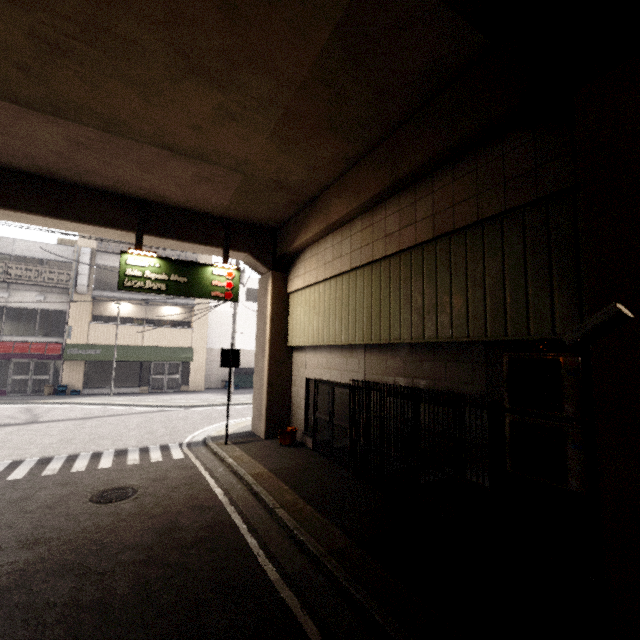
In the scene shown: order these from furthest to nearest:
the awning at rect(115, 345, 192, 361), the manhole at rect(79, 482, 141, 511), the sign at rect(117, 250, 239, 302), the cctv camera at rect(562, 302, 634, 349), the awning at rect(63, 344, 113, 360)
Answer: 1. the awning at rect(115, 345, 192, 361)
2. the awning at rect(63, 344, 113, 360)
3. the sign at rect(117, 250, 239, 302)
4. the manhole at rect(79, 482, 141, 511)
5. the cctv camera at rect(562, 302, 634, 349)

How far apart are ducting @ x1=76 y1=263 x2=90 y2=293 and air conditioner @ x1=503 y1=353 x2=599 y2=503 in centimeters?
2250cm

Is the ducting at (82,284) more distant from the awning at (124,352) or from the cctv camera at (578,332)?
the cctv camera at (578,332)

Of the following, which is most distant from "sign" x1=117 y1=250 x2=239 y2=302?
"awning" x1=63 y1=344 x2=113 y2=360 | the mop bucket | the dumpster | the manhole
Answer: the dumpster

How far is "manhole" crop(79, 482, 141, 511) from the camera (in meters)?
5.85

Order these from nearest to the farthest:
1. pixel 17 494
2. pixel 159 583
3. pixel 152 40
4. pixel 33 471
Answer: pixel 159 583
pixel 152 40
pixel 17 494
pixel 33 471

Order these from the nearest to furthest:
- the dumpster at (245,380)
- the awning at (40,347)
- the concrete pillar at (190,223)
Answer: the concrete pillar at (190,223) → the awning at (40,347) → the dumpster at (245,380)

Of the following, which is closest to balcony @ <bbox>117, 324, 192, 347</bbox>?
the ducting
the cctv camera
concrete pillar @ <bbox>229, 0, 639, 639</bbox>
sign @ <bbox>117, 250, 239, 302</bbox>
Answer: the ducting
